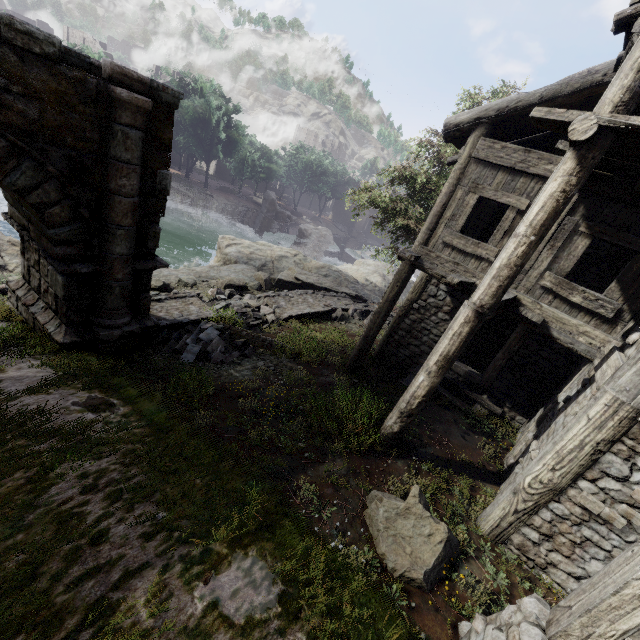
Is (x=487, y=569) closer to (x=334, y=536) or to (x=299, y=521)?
(x=334, y=536)

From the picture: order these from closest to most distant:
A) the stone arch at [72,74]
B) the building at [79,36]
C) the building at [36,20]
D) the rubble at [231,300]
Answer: the stone arch at [72,74]
the rubble at [231,300]
the building at [79,36]
the building at [36,20]

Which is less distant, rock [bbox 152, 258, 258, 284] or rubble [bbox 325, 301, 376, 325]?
rock [bbox 152, 258, 258, 284]

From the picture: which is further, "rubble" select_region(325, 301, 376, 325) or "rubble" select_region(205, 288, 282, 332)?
"rubble" select_region(325, 301, 376, 325)

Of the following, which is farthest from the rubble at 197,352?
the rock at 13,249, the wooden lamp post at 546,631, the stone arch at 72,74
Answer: the wooden lamp post at 546,631

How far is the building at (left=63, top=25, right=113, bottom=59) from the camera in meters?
48.7 m

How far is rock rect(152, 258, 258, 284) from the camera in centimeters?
1504cm

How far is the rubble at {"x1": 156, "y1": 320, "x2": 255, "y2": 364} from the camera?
8.8m
